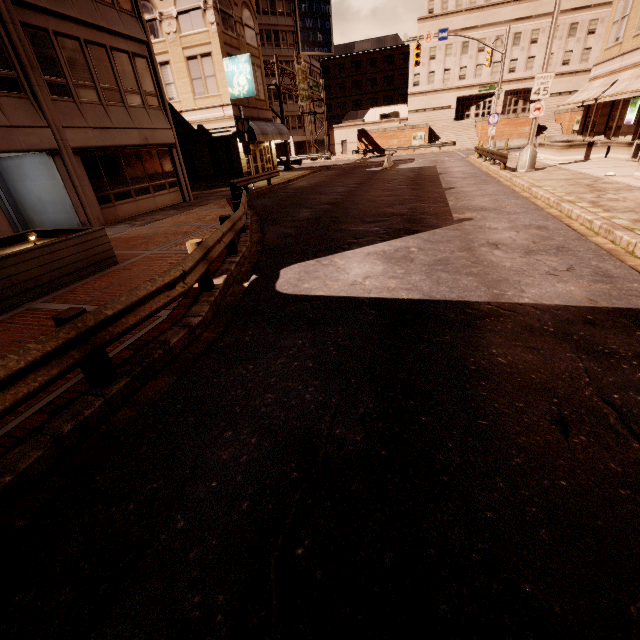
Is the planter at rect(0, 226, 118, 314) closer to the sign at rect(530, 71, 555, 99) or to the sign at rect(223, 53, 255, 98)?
the sign at rect(223, 53, 255, 98)

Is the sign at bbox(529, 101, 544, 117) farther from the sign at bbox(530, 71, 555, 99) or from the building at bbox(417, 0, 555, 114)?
the building at bbox(417, 0, 555, 114)

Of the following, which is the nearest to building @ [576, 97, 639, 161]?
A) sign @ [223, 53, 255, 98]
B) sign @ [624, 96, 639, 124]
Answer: sign @ [624, 96, 639, 124]

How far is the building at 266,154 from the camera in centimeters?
2710cm

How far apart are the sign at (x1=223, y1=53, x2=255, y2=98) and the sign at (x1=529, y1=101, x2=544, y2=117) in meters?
17.1 m

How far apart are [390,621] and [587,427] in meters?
2.5 m

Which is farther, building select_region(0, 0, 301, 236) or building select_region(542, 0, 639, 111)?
building select_region(542, 0, 639, 111)

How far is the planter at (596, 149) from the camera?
19.67m
